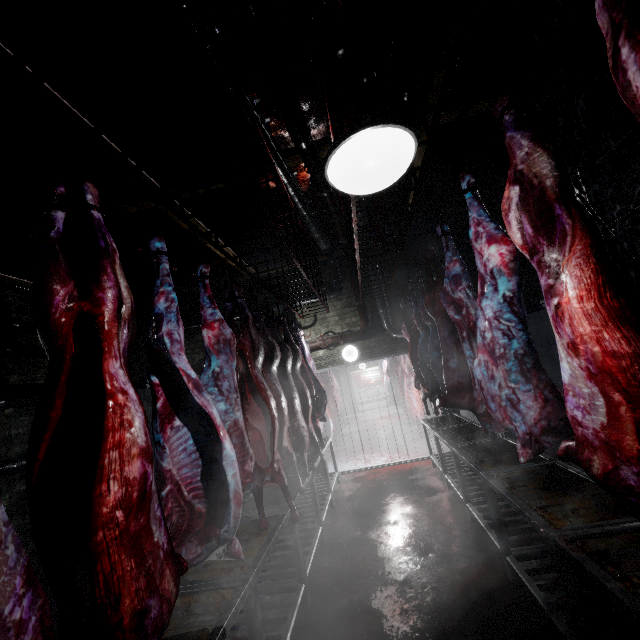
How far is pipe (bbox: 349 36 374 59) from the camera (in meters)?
2.34

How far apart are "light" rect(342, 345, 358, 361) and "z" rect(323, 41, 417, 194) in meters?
5.1

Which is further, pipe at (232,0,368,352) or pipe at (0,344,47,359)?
pipe at (0,344,47,359)

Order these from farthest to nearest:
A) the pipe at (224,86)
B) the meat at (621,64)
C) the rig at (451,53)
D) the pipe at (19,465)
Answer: the pipe at (19,465) < the pipe at (224,86) < the rig at (451,53) < the meat at (621,64)

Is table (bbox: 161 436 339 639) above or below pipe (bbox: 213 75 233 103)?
below

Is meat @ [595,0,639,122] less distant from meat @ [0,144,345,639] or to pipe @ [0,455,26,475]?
meat @ [0,144,345,639]

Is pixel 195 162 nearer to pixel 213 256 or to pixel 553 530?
pixel 213 256

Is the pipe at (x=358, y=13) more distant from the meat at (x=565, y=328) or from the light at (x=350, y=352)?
the meat at (x=565, y=328)
